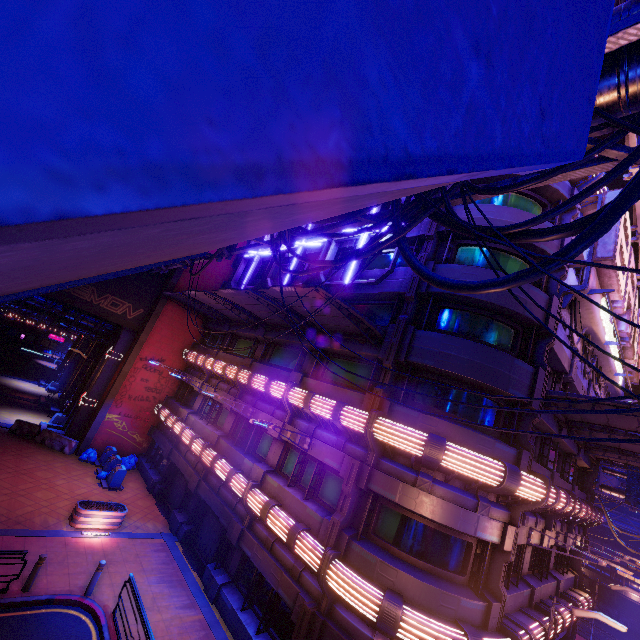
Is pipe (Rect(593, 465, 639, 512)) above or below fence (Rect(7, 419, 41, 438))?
above

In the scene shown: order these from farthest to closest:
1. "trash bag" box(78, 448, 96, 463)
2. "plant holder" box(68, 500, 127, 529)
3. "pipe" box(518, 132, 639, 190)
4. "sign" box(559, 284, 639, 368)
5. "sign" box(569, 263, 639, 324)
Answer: "trash bag" box(78, 448, 96, 463)
"plant holder" box(68, 500, 127, 529)
"sign" box(559, 284, 639, 368)
"sign" box(569, 263, 639, 324)
"pipe" box(518, 132, 639, 190)

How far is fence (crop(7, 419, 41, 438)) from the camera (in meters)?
21.62

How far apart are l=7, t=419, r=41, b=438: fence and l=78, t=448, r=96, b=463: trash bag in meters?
3.3 m

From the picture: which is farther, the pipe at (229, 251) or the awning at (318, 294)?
the pipe at (229, 251)

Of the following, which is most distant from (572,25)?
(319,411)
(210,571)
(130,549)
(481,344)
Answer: (130,549)

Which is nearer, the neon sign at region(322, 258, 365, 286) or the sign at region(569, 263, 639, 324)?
the sign at region(569, 263, 639, 324)

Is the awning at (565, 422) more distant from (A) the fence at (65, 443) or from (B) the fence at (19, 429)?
(B) the fence at (19, 429)
